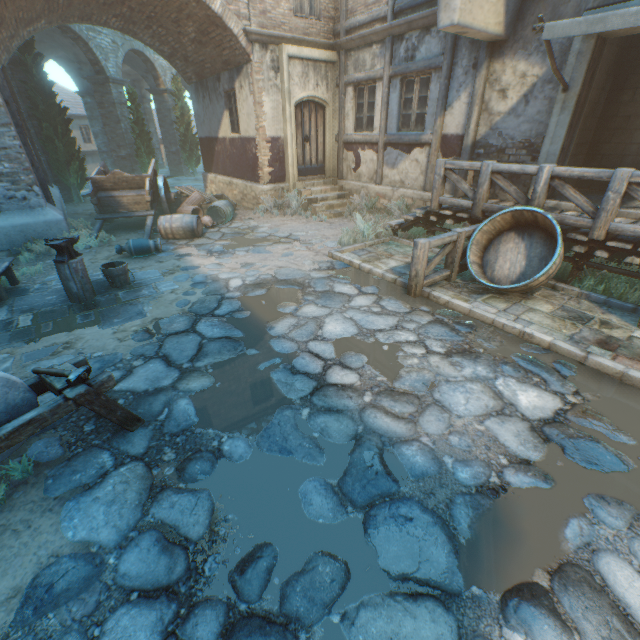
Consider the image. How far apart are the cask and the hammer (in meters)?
5.59

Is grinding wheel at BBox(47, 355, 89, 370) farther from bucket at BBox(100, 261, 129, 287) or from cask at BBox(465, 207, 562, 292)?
cask at BBox(465, 207, 562, 292)

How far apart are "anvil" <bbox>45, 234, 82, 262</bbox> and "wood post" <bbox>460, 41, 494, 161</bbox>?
8.6m

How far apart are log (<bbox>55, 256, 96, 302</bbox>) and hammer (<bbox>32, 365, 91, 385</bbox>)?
3.2m

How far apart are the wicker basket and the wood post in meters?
7.7

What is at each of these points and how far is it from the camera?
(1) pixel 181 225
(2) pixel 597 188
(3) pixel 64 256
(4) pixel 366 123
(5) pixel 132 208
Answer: (1) barrel, 8.5 meters
(2) building, 8.3 meters
(3) anvil, 5.1 meters
(4) building, 10.5 meters
(5) cart, 9.5 meters

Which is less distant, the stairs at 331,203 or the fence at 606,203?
the fence at 606,203

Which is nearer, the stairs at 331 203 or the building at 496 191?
the building at 496 191
